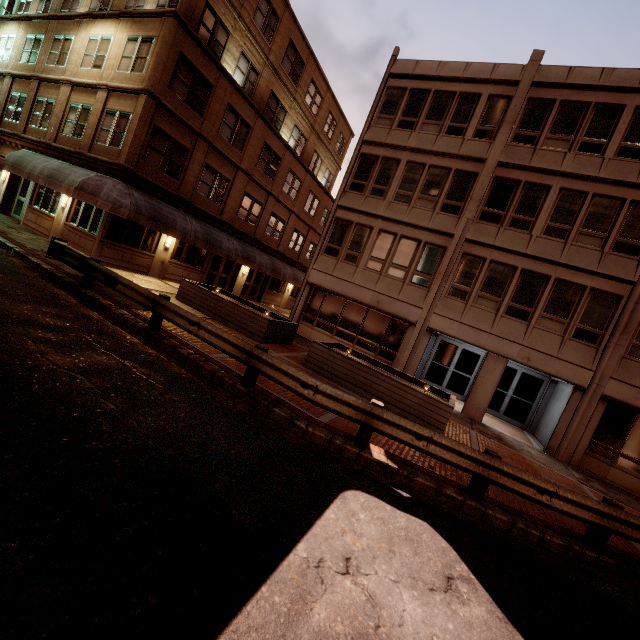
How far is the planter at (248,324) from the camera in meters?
12.4 m

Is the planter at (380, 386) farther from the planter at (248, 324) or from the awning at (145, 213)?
the awning at (145, 213)

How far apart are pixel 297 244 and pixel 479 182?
17.24m

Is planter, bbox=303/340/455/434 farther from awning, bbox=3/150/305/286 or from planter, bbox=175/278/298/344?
awning, bbox=3/150/305/286

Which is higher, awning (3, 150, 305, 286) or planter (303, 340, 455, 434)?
awning (3, 150, 305, 286)

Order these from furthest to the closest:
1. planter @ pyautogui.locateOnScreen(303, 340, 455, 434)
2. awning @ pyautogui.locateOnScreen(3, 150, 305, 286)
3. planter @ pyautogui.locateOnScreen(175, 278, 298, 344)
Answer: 1. awning @ pyautogui.locateOnScreen(3, 150, 305, 286)
2. planter @ pyautogui.locateOnScreen(175, 278, 298, 344)
3. planter @ pyautogui.locateOnScreen(303, 340, 455, 434)

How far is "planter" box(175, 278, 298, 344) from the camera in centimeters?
1243cm

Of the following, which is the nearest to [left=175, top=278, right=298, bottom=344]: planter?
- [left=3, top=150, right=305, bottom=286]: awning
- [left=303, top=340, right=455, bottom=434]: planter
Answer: [left=303, top=340, right=455, bottom=434]: planter
